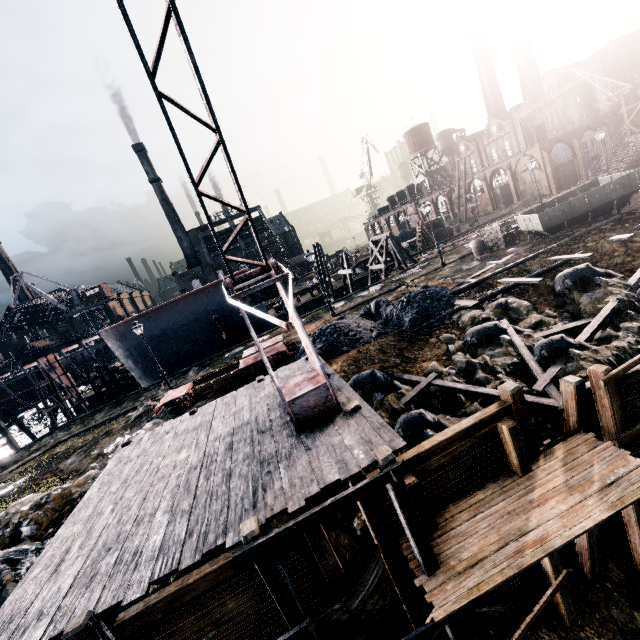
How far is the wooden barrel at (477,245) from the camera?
26.44m

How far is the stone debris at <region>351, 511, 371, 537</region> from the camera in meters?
8.4

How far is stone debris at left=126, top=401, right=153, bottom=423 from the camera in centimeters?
2114cm

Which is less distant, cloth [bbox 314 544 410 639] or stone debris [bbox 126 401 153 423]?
cloth [bbox 314 544 410 639]

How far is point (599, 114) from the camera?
50.9m

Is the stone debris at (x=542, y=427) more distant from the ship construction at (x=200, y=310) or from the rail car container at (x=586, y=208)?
the ship construction at (x=200, y=310)

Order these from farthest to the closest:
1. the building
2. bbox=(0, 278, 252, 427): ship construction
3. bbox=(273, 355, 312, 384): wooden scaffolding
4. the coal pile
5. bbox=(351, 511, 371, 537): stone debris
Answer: the building → bbox=(0, 278, 252, 427): ship construction → the coal pile → bbox=(273, 355, 312, 384): wooden scaffolding → bbox=(351, 511, 371, 537): stone debris

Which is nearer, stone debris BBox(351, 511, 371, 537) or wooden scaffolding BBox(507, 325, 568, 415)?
stone debris BBox(351, 511, 371, 537)
